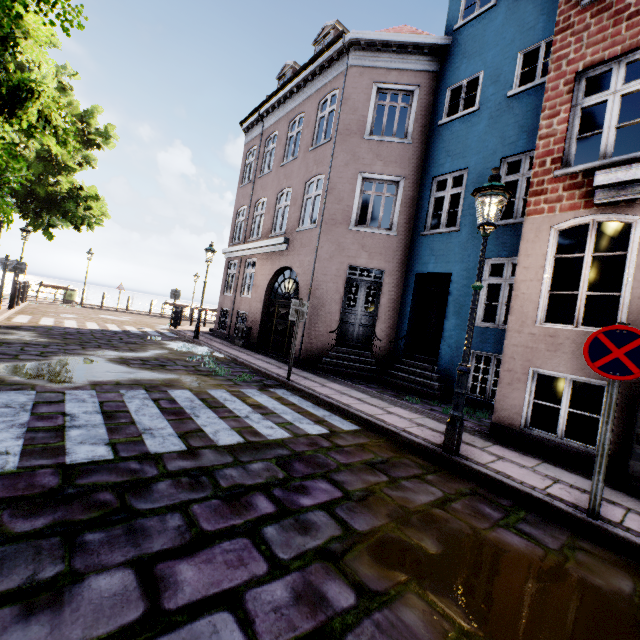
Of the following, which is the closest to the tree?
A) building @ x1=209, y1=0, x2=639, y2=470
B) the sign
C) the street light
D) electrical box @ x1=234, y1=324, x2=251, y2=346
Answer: building @ x1=209, y1=0, x2=639, y2=470

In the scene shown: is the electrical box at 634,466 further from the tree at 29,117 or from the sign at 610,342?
the tree at 29,117

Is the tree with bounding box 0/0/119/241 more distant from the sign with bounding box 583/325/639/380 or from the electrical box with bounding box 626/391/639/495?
the electrical box with bounding box 626/391/639/495

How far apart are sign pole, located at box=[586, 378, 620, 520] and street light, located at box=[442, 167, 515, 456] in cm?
139

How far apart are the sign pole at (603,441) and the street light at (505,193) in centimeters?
139cm

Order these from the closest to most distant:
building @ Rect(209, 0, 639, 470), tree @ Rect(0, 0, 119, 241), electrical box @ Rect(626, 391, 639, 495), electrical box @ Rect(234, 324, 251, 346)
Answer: tree @ Rect(0, 0, 119, 241)
electrical box @ Rect(626, 391, 639, 495)
building @ Rect(209, 0, 639, 470)
electrical box @ Rect(234, 324, 251, 346)

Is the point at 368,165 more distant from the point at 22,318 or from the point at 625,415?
the point at 22,318

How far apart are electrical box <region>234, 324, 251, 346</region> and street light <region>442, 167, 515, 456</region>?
9.92m
